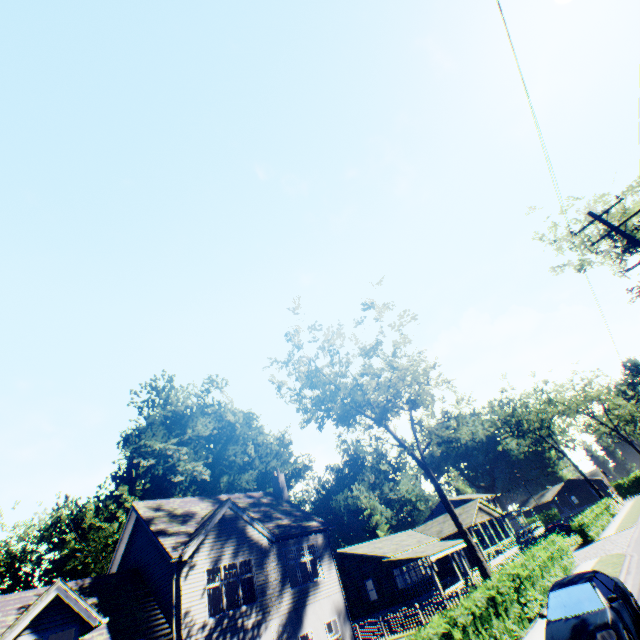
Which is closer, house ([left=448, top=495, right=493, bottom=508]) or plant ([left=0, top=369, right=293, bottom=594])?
plant ([left=0, top=369, right=293, bottom=594])

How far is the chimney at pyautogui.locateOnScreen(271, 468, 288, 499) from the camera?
26.0m

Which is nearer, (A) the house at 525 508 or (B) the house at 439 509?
(A) the house at 525 508

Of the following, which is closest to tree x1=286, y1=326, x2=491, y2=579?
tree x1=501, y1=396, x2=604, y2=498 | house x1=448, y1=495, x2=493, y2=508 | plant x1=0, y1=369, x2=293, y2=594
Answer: plant x1=0, y1=369, x2=293, y2=594

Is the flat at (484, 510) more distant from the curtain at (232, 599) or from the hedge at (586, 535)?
the curtain at (232, 599)

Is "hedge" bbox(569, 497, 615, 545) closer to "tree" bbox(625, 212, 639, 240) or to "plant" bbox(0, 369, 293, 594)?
"tree" bbox(625, 212, 639, 240)

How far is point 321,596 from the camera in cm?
1884

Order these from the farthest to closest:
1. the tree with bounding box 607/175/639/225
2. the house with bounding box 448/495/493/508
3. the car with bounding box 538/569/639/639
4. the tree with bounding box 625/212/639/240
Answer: the house with bounding box 448/495/493/508, the tree with bounding box 625/212/639/240, the tree with bounding box 607/175/639/225, the car with bounding box 538/569/639/639
